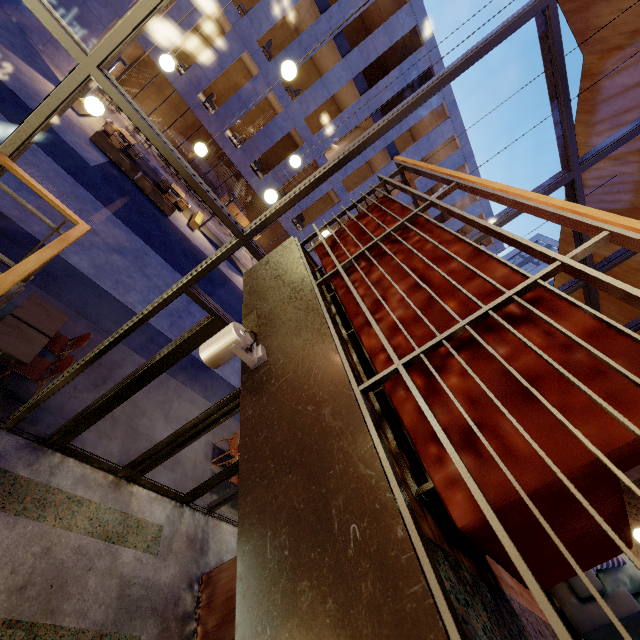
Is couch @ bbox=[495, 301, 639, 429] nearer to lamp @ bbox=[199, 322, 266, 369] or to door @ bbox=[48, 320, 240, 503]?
lamp @ bbox=[199, 322, 266, 369]

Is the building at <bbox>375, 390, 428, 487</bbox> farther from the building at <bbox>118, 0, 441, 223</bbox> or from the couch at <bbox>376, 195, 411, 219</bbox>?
the building at <bbox>118, 0, 441, 223</bbox>

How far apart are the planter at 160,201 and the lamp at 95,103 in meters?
12.6 m

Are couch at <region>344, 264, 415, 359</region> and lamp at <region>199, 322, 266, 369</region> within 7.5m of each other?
yes

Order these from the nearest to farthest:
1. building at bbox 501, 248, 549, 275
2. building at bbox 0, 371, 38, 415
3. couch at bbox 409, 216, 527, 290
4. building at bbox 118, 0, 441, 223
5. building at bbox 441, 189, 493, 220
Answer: couch at bbox 409, 216, 527, 290 < building at bbox 0, 371, 38, 415 < building at bbox 118, 0, 441, 223 < building at bbox 441, 189, 493, 220 < building at bbox 501, 248, 549, 275

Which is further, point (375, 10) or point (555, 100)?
point (375, 10)

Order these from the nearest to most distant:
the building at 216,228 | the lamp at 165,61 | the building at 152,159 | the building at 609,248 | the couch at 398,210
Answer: the couch at 398,210
the lamp at 165,61
the building at 609,248
the building at 152,159
the building at 216,228

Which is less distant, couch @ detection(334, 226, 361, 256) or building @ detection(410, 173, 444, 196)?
couch @ detection(334, 226, 361, 256)
